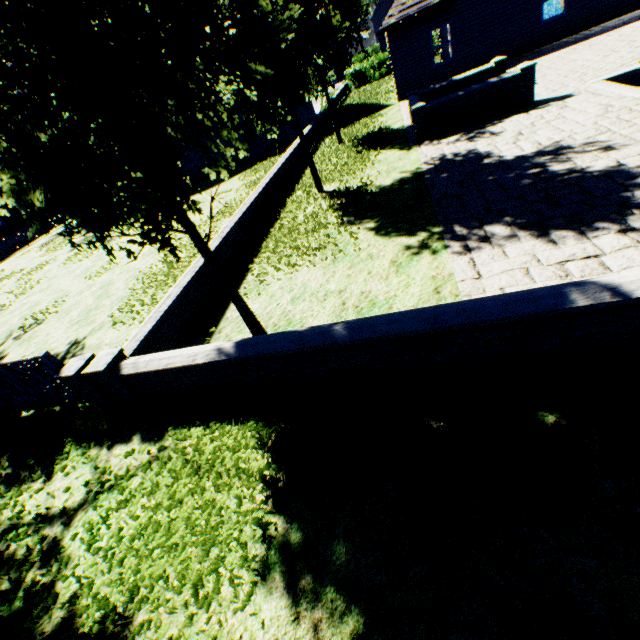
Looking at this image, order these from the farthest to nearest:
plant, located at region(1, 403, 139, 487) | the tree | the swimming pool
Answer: the swimming pool
plant, located at region(1, 403, 139, 487)
the tree

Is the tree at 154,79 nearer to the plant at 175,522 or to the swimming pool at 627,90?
the swimming pool at 627,90

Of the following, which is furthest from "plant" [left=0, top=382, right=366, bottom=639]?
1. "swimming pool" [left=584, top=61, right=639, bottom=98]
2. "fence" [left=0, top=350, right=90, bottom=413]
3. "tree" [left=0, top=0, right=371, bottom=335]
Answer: "swimming pool" [left=584, top=61, right=639, bottom=98]

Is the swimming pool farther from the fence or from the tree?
the fence

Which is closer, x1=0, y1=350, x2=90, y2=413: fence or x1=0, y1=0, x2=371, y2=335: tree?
x1=0, y1=0, x2=371, y2=335: tree

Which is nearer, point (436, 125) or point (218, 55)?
point (218, 55)

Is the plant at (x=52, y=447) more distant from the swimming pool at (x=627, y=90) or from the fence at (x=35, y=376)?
the swimming pool at (x=627, y=90)
